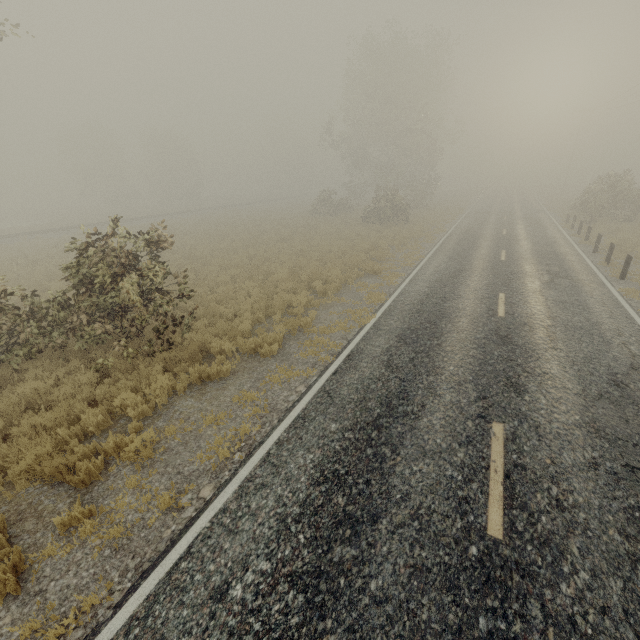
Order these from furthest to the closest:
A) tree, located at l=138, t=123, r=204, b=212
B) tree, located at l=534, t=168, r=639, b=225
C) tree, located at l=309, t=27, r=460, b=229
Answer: tree, located at l=138, t=123, r=204, b=212, tree, located at l=309, t=27, r=460, b=229, tree, located at l=534, t=168, r=639, b=225

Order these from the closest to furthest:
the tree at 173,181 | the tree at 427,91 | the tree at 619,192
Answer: the tree at 619,192 → the tree at 427,91 → the tree at 173,181

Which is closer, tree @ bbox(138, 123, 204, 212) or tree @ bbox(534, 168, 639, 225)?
tree @ bbox(534, 168, 639, 225)

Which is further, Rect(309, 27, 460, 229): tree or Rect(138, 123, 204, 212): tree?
Rect(138, 123, 204, 212): tree

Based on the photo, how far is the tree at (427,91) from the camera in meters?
31.5

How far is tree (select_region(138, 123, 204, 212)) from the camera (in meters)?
51.85

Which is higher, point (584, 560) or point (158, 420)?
point (584, 560)
